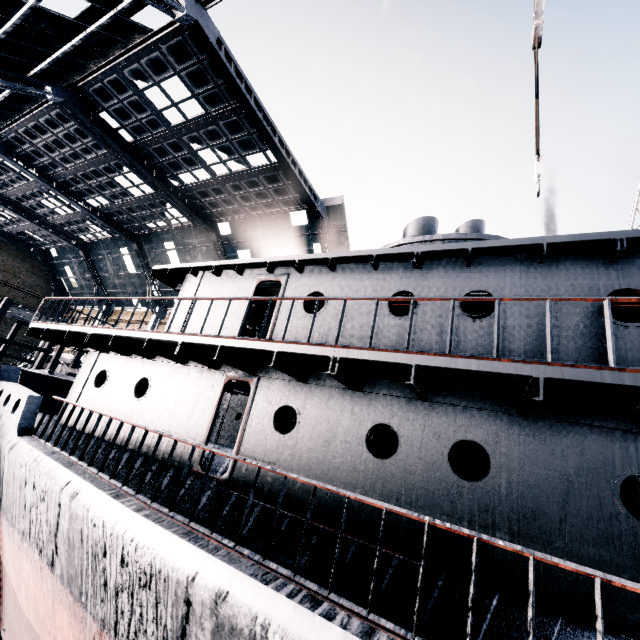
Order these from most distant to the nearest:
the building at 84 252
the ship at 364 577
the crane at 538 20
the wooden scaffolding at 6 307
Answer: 1. the wooden scaffolding at 6 307
2. the building at 84 252
3. the crane at 538 20
4. the ship at 364 577

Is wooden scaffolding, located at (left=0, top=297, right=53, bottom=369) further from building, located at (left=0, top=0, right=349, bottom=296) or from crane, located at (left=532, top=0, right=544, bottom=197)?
crane, located at (left=532, top=0, right=544, bottom=197)

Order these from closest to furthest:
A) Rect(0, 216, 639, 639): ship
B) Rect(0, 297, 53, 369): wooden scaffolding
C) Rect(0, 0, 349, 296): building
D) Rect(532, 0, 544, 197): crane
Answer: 1. Rect(0, 216, 639, 639): ship
2. Rect(532, 0, 544, 197): crane
3. Rect(0, 0, 349, 296): building
4. Rect(0, 297, 53, 369): wooden scaffolding

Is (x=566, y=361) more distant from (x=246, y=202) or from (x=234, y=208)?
(x=234, y=208)

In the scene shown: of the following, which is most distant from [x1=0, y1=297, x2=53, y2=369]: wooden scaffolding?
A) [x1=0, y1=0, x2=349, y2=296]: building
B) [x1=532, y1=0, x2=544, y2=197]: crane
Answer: [x1=532, y1=0, x2=544, y2=197]: crane

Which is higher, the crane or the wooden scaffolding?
the crane

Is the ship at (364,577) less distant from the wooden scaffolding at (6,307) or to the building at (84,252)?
the wooden scaffolding at (6,307)
